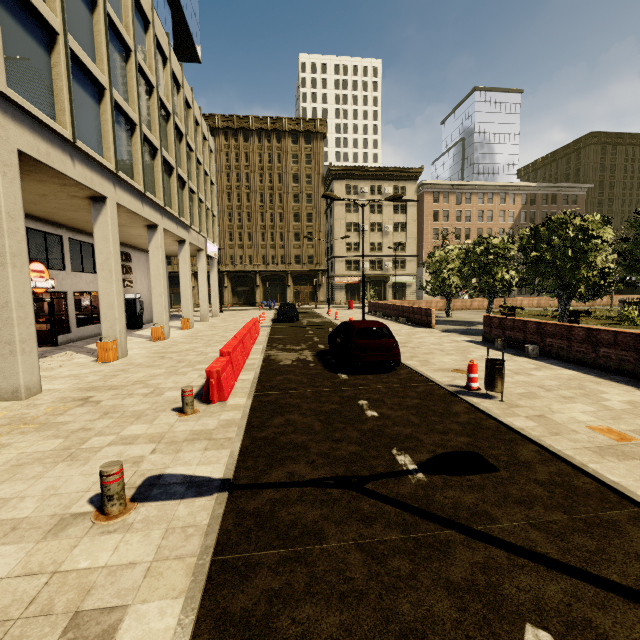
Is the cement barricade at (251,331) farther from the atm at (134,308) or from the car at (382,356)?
the atm at (134,308)

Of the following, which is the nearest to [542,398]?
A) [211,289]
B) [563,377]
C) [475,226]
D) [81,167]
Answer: [563,377]

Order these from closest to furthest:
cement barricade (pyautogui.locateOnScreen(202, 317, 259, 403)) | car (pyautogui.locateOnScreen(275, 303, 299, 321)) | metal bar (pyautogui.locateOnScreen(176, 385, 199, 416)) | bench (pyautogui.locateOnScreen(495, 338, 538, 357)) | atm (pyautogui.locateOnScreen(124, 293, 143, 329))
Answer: metal bar (pyautogui.locateOnScreen(176, 385, 199, 416))
cement barricade (pyautogui.locateOnScreen(202, 317, 259, 403))
bench (pyautogui.locateOnScreen(495, 338, 538, 357))
atm (pyautogui.locateOnScreen(124, 293, 143, 329))
car (pyautogui.locateOnScreen(275, 303, 299, 321))

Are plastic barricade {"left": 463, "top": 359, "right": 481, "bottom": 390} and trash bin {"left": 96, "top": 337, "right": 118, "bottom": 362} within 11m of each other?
no

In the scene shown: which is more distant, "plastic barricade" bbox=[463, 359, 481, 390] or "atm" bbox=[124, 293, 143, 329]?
"atm" bbox=[124, 293, 143, 329]

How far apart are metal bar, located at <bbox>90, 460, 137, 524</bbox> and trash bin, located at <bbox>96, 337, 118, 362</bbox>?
9.40m

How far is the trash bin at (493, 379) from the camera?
7.0 meters

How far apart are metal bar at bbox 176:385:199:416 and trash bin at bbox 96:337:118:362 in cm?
683
